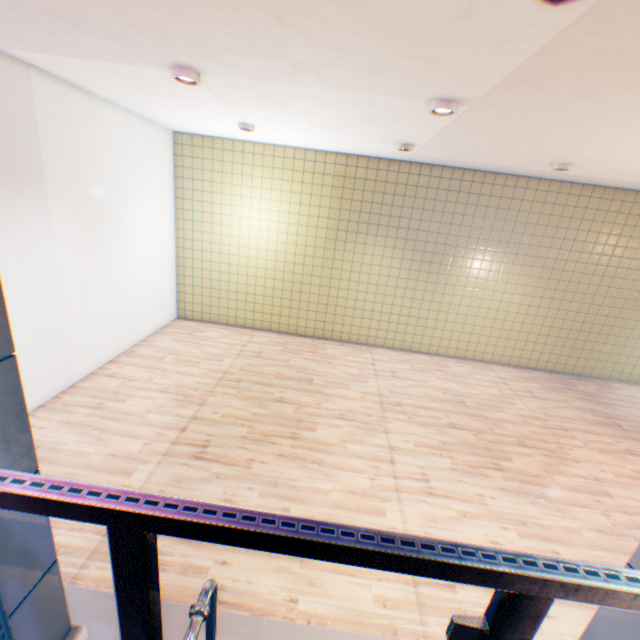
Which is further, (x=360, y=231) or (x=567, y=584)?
(x=360, y=231)

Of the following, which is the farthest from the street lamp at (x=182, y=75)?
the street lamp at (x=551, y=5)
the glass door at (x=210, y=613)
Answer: the glass door at (x=210, y=613)

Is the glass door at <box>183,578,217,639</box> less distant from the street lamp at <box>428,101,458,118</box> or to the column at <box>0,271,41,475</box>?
the column at <box>0,271,41,475</box>

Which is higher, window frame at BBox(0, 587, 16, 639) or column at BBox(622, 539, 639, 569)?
column at BBox(622, 539, 639, 569)

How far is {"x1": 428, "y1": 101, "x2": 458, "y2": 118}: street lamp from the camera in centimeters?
323cm

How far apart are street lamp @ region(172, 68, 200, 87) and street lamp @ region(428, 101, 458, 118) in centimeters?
247cm

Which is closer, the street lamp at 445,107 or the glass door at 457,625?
the glass door at 457,625

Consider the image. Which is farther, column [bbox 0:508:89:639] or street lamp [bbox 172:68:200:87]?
street lamp [bbox 172:68:200:87]
